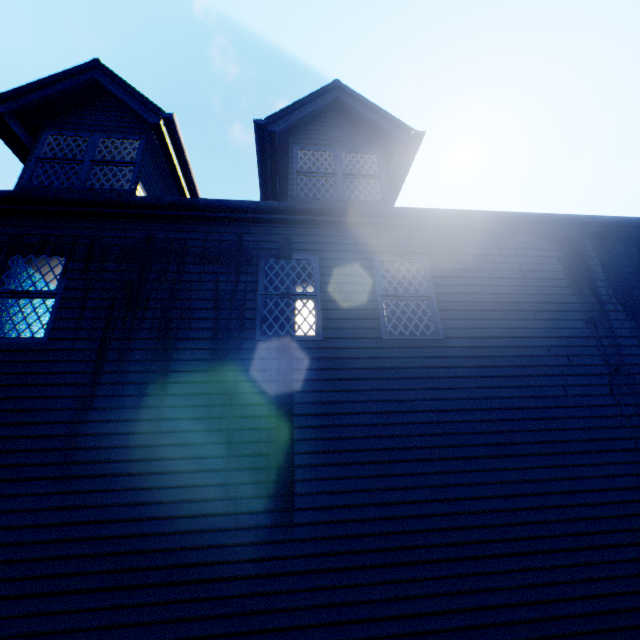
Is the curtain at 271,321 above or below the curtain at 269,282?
below

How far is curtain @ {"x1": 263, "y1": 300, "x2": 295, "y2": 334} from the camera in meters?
5.4

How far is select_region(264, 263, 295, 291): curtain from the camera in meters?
5.8 m

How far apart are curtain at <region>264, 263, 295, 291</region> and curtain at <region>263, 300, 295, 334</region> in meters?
0.1 m

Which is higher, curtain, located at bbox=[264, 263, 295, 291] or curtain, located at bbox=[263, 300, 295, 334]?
curtain, located at bbox=[264, 263, 295, 291]

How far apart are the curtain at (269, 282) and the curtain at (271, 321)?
0.1m

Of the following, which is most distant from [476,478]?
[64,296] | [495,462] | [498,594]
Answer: [64,296]
